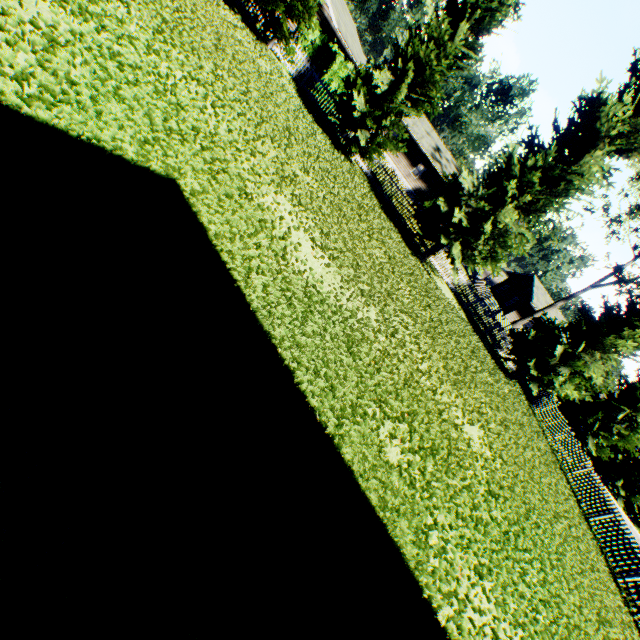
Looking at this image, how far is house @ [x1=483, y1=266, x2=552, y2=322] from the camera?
39.6m

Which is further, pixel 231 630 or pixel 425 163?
pixel 425 163

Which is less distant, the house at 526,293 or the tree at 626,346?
the tree at 626,346

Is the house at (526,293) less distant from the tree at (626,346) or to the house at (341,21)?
the tree at (626,346)

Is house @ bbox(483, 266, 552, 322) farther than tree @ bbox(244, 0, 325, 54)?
Yes

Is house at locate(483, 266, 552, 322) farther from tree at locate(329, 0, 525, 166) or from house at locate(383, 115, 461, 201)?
house at locate(383, 115, 461, 201)

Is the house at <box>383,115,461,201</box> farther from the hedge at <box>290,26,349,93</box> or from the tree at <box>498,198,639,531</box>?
the tree at <box>498,198,639,531</box>
